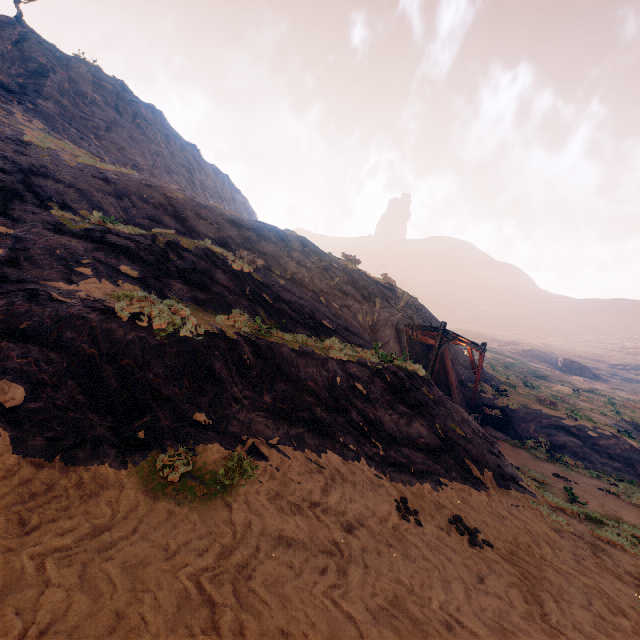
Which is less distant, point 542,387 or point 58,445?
point 58,445

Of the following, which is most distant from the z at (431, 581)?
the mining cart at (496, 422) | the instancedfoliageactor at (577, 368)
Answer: the instancedfoliageactor at (577, 368)

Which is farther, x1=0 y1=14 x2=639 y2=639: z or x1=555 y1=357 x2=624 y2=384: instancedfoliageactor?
x1=555 y1=357 x2=624 y2=384: instancedfoliageactor

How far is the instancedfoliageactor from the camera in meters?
51.7 m

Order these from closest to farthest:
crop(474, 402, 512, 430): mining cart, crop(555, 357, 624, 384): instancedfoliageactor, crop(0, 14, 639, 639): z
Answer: crop(0, 14, 639, 639): z
crop(474, 402, 512, 430): mining cart
crop(555, 357, 624, 384): instancedfoliageactor

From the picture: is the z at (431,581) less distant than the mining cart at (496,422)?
Yes

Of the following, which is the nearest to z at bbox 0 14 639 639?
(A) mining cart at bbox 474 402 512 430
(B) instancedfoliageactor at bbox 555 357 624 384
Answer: (A) mining cart at bbox 474 402 512 430

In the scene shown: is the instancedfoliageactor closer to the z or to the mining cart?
the z
